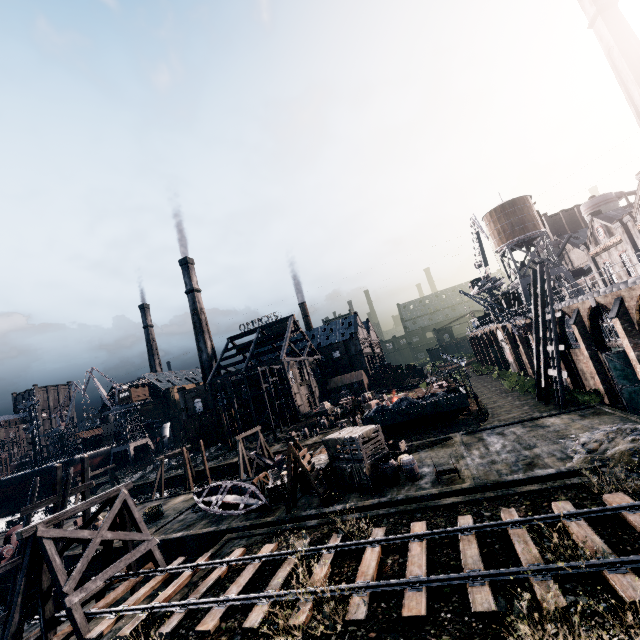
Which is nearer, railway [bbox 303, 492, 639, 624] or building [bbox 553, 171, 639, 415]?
railway [bbox 303, 492, 639, 624]

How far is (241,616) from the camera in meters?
12.2 m

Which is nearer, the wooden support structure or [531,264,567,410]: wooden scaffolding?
the wooden support structure

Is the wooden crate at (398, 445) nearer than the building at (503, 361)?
Yes

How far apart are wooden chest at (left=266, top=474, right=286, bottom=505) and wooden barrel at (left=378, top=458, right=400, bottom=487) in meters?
6.8

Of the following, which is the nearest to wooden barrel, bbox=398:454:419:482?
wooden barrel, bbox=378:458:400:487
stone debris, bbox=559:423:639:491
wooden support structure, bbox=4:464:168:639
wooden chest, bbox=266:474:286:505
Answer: wooden barrel, bbox=378:458:400:487

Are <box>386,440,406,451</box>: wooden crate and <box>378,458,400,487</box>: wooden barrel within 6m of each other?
yes

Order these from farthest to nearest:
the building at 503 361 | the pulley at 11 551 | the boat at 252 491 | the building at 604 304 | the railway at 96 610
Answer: the building at 503 361, the pulley at 11 551, the boat at 252 491, the building at 604 304, the railway at 96 610
